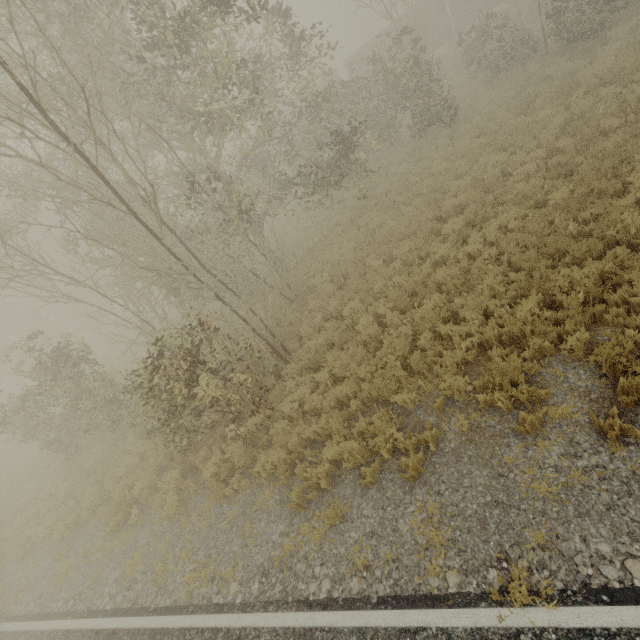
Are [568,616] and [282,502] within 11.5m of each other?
yes

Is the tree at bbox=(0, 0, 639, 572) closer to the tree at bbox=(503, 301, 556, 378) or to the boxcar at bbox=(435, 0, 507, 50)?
the tree at bbox=(503, 301, 556, 378)

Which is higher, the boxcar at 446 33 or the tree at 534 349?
the boxcar at 446 33

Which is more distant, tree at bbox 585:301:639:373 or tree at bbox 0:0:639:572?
tree at bbox 0:0:639:572

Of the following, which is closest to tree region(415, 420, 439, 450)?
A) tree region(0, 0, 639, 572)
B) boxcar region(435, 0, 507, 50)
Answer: tree region(0, 0, 639, 572)

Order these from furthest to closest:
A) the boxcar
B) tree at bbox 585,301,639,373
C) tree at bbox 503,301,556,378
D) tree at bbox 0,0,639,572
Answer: the boxcar → tree at bbox 0,0,639,572 → tree at bbox 503,301,556,378 → tree at bbox 585,301,639,373

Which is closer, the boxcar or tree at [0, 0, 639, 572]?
tree at [0, 0, 639, 572]

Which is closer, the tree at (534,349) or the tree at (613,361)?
the tree at (613,361)
